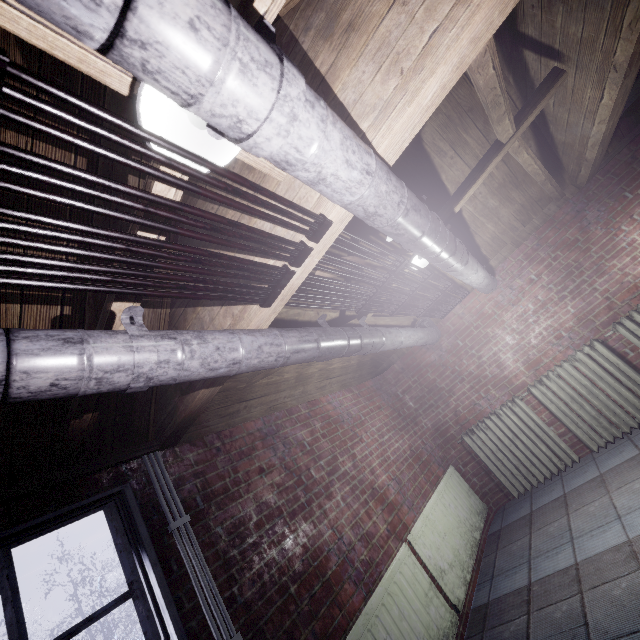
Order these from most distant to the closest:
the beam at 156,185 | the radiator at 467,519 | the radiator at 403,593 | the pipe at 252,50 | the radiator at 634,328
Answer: the radiator at 634,328 < the radiator at 467,519 < the radiator at 403,593 < the beam at 156,185 < the pipe at 252,50

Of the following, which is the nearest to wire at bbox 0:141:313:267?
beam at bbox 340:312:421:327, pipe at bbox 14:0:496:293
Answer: pipe at bbox 14:0:496:293

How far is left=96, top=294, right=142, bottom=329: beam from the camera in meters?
1.2 m

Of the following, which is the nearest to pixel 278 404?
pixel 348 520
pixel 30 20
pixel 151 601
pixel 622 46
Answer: pixel 348 520

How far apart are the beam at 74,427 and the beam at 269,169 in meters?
0.2 m

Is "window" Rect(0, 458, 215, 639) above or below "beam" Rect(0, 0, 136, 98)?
below

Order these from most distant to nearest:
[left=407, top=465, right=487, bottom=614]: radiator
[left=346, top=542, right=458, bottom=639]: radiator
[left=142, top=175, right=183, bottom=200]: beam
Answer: [left=407, top=465, right=487, bottom=614]: radiator < [left=346, top=542, right=458, bottom=639]: radiator < [left=142, top=175, right=183, bottom=200]: beam

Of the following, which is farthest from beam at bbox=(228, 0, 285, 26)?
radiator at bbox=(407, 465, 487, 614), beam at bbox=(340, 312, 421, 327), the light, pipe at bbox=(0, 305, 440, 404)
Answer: radiator at bbox=(407, 465, 487, 614)
